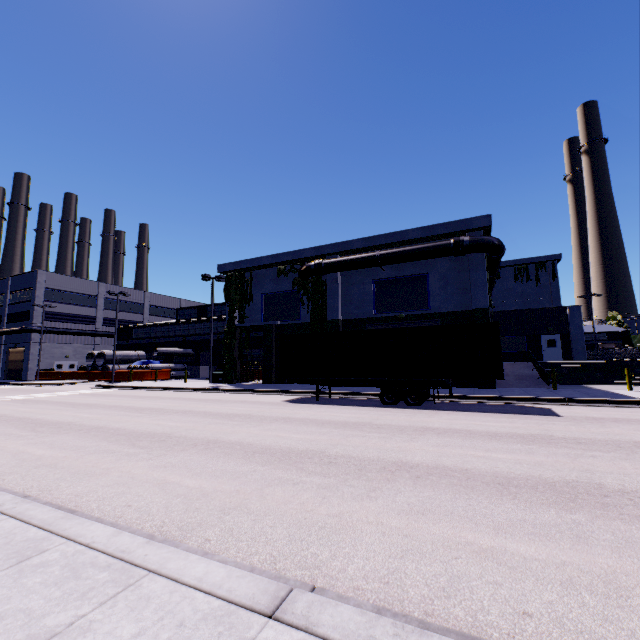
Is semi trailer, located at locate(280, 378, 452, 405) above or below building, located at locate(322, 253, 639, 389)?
below

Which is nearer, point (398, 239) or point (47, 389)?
point (398, 239)

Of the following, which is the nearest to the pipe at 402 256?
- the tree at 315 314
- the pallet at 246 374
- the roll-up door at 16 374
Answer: the tree at 315 314

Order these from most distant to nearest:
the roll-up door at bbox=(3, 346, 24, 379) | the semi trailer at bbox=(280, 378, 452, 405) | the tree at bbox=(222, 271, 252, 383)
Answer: the roll-up door at bbox=(3, 346, 24, 379), the tree at bbox=(222, 271, 252, 383), the semi trailer at bbox=(280, 378, 452, 405)

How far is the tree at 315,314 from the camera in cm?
2489

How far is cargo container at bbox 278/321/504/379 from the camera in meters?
13.7

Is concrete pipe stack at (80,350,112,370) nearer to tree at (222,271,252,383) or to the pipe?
tree at (222,271,252,383)

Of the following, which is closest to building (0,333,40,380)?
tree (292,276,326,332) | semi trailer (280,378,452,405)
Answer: tree (292,276,326,332)
